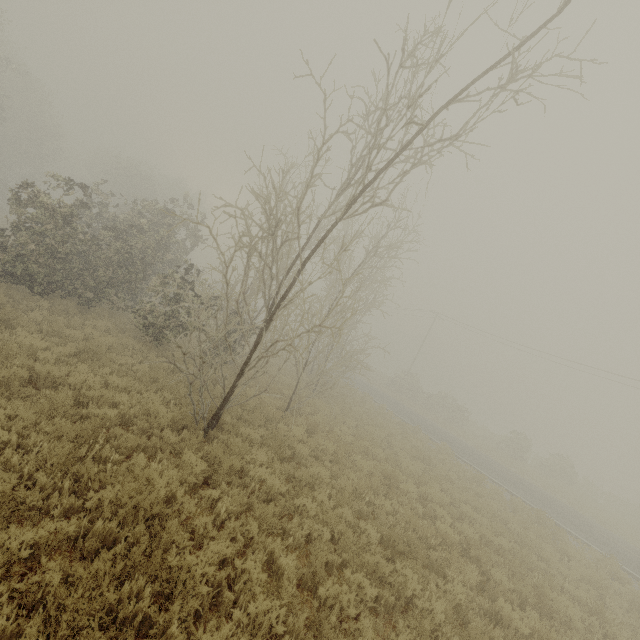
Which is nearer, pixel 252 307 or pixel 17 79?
pixel 17 79
